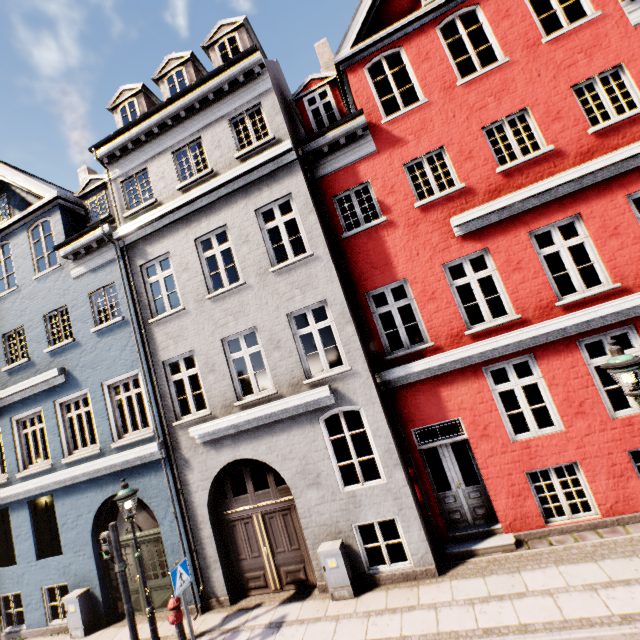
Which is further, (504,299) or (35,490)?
(35,490)

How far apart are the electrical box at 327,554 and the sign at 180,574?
2.7m

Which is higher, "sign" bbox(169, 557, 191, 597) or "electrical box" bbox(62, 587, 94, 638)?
"sign" bbox(169, 557, 191, 597)

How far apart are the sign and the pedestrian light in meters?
1.6 m

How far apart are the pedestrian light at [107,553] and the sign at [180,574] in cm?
158

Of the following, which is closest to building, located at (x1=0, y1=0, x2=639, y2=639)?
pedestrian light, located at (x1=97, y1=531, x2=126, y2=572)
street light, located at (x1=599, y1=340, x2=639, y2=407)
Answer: pedestrian light, located at (x1=97, y1=531, x2=126, y2=572)

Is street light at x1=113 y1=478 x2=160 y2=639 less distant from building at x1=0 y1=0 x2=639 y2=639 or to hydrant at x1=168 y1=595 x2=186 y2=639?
hydrant at x1=168 y1=595 x2=186 y2=639

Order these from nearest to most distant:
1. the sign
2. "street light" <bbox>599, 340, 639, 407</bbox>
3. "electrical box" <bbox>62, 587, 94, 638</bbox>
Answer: Result:
1. "street light" <bbox>599, 340, 639, 407</bbox>
2. the sign
3. "electrical box" <bbox>62, 587, 94, 638</bbox>
